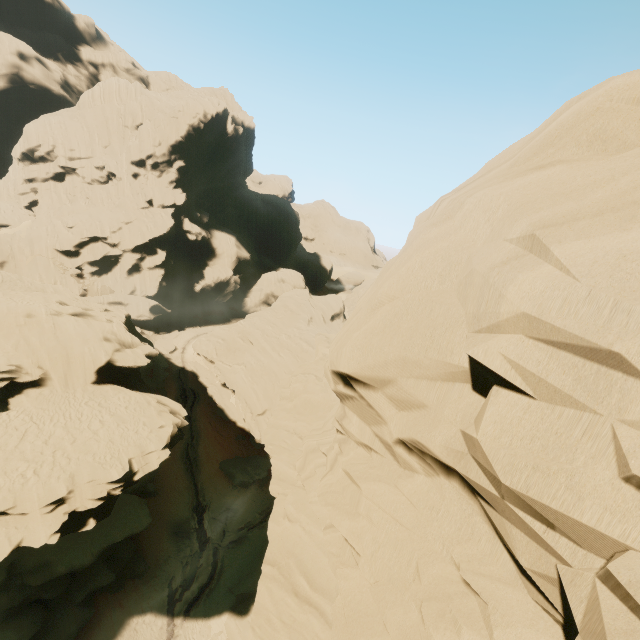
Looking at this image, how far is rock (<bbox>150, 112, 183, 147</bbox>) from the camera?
59.2 meters

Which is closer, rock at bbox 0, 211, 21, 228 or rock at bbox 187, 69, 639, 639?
rock at bbox 187, 69, 639, 639

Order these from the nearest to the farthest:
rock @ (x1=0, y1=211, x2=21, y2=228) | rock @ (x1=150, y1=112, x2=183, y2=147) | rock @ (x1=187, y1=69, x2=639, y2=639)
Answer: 1. rock @ (x1=187, y1=69, x2=639, y2=639)
2. rock @ (x1=0, y1=211, x2=21, y2=228)
3. rock @ (x1=150, y1=112, x2=183, y2=147)

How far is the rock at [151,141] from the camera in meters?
59.2

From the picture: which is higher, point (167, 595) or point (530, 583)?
point (530, 583)

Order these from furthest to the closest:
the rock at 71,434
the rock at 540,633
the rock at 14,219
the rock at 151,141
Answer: the rock at 151,141
the rock at 14,219
the rock at 71,434
the rock at 540,633
